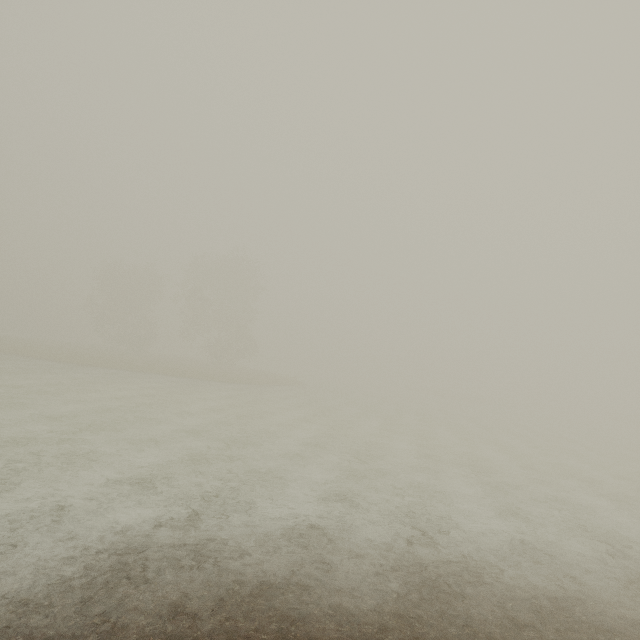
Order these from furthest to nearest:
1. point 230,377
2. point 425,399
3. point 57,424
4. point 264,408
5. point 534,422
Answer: point 425,399 < point 534,422 < point 230,377 < point 264,408 < point 57,424
